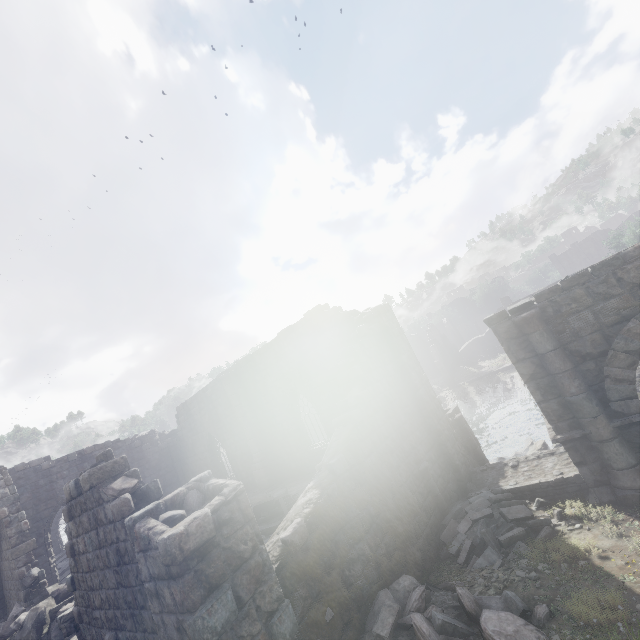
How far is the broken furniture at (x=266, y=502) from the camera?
10.7 meters

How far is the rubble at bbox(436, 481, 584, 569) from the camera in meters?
7.8 m

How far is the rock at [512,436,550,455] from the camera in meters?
16.5

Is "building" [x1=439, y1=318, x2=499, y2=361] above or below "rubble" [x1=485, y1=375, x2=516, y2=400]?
above

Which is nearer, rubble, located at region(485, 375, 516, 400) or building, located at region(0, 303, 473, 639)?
building, located at region(0, 303, 473, 639)

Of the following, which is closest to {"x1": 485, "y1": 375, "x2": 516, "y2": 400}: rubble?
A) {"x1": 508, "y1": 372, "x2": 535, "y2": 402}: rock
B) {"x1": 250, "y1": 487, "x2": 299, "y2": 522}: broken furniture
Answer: {"x1": 508, "y1": 372, "x2": 535, "y2": 402}: rock

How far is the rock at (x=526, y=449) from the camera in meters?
16.5 m

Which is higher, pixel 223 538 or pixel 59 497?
pixel 59 497
